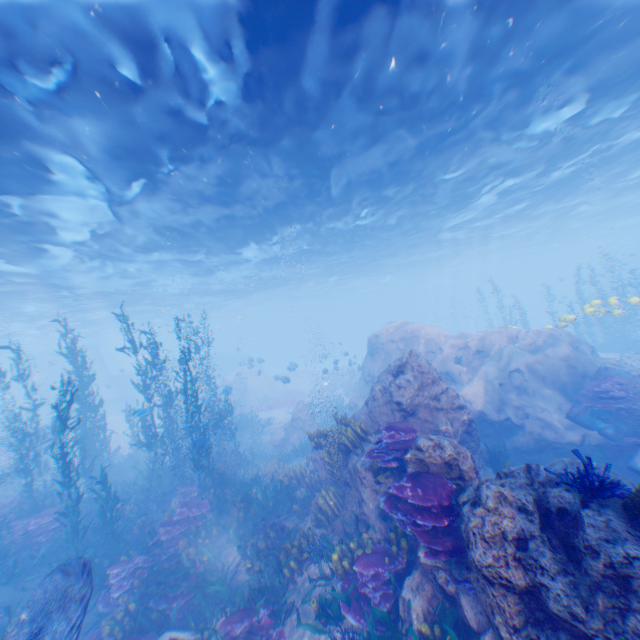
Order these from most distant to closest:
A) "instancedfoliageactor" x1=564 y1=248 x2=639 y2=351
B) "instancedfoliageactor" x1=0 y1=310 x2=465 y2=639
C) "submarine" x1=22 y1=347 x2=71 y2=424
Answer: "submarine" x1=22 y1=347 x2=71 y2=424 < "instancedfoliageactor" x1=564 y1=248 x2=639 y2=351 < "instancedfoliageactor" x1=0 y1=310 x2=465 y2=639

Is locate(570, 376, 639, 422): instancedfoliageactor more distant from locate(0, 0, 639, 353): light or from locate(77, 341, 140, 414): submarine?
locate(0, 0, 639, 353): light

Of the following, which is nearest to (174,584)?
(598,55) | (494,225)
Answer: (598,55)

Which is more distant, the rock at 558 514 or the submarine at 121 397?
the submarine at 121 397

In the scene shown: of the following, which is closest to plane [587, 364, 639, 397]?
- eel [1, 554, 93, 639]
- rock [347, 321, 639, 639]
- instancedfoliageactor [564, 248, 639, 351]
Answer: rock [347, 321, 639, 639]

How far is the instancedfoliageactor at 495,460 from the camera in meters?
9.5 m

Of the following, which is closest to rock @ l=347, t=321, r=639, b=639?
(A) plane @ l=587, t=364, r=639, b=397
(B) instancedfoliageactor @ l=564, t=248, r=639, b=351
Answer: (A) plane @ l=587, t=364, r=639, b=397

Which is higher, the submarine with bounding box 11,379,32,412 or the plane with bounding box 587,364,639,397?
the submarine with bounding box 11,379,32,412
